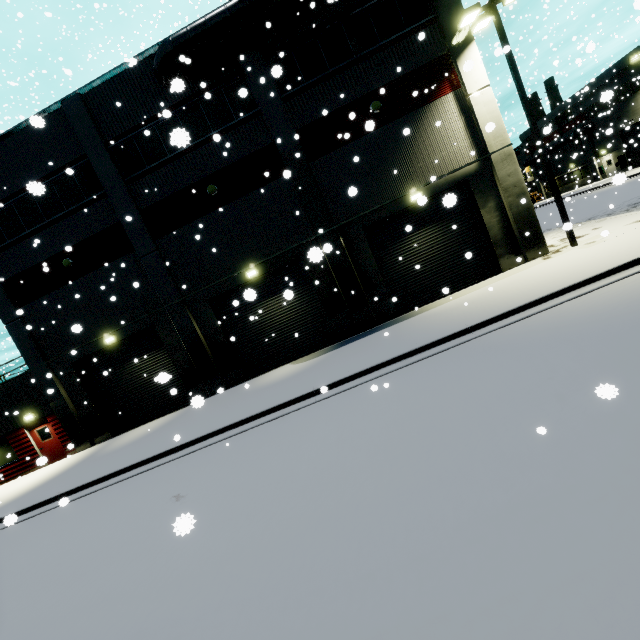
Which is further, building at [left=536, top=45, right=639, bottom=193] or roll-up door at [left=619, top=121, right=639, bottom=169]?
building at [left=536, top=45, right=639, bottom=193]

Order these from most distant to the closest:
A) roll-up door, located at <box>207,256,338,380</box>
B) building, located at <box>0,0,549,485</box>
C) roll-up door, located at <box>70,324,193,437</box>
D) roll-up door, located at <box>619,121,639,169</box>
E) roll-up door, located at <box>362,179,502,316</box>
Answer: roll-up door, located at <box>619,121,639,169</box> → roll-up door, located at <box>70,324,193,437</box> → roll-up door, located at <box>207,256,338,380</box> → roll-up door, located at <box>362,179,502,316</box> → building, located at <box>0,0,549,485</box>

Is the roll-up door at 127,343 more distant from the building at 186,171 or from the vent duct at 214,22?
the vent duct at 214,22

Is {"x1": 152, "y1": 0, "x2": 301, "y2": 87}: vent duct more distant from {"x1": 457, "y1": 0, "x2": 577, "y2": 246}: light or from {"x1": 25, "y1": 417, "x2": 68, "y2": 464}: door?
{"x1": 25, "y1": 417, "x2": 68, "y2": 464}: door

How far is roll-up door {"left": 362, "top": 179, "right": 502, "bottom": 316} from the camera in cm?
1435

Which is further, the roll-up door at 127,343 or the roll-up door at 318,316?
the roll-up door at 127,343

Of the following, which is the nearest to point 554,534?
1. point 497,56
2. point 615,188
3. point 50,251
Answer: point 497,56
